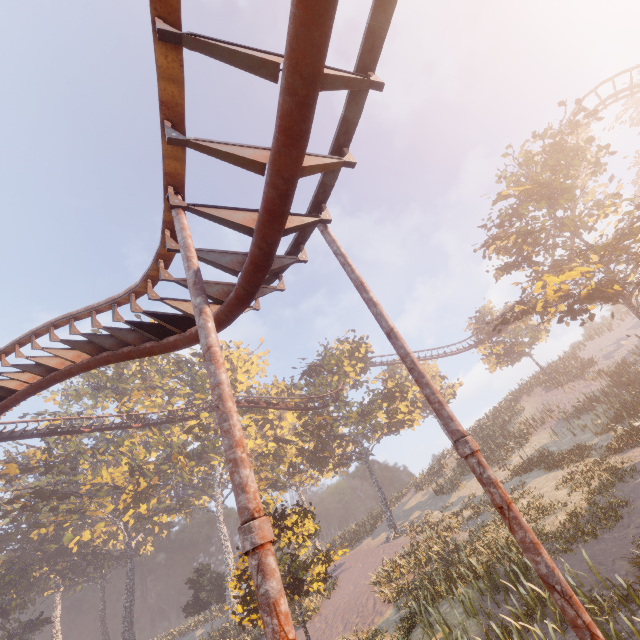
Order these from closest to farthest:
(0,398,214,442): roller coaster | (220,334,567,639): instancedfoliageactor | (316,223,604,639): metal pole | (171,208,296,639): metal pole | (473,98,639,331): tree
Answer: (171,208,296,639): metal pole → (316,223,604,639): metal pole → (220,334,567,639): instancedfoliageactor → (473,98,639,331): tree → (0,398,214,442): roller coaster

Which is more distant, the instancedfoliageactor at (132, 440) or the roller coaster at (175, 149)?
the instancedfoliageactor at (132, 440)

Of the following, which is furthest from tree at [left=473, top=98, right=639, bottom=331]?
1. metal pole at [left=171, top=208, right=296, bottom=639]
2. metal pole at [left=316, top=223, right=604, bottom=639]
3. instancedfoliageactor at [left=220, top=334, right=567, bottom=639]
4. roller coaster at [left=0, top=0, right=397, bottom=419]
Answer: instancedfoliageactor at [left=220, top=334, right=567, bottom=639]

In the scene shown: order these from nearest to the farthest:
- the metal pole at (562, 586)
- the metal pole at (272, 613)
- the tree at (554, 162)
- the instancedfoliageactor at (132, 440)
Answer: the metal pole at (272, 613), the metal pole at (562, 586), the tree at (554, 162), the instancedfoliageactor at (132, 440)

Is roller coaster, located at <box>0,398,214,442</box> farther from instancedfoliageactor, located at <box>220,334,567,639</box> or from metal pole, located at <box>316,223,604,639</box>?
instancedfoliageactor, located at <box>220,334,567,639</box>

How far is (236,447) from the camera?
2.3 meters

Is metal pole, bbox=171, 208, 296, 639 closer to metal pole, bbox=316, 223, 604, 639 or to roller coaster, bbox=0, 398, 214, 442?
roller coaster, bbox=0, 398, 214, 442

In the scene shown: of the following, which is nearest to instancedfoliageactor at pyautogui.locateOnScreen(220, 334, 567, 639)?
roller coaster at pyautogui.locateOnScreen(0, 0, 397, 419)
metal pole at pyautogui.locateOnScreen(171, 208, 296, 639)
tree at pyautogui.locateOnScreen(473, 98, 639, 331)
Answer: roller coaster at pyautogui.locateOnScreen(0, 0, 397, 419)
